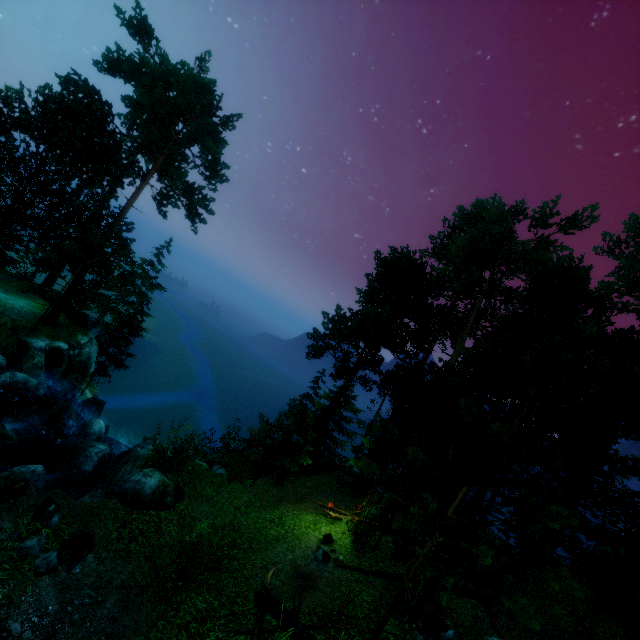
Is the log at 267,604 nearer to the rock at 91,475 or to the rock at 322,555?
the rock at 322,555

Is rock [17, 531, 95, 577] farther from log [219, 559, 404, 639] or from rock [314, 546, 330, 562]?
rock [314, 546, 330, 562]

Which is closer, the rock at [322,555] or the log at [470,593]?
the log at [470,593]

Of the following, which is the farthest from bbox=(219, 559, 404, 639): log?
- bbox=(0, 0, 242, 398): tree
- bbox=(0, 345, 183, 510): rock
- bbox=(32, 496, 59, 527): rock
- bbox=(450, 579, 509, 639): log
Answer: bbox=(32, 496, 59, 527): rock

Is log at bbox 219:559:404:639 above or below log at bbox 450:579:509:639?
below

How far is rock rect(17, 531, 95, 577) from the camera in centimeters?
835cm

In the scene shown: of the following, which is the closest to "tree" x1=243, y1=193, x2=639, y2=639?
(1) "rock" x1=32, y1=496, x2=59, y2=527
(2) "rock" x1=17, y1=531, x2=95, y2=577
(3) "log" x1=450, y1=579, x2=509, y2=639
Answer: (3) "log" x1=450, y1=579, x2=509, y2=639

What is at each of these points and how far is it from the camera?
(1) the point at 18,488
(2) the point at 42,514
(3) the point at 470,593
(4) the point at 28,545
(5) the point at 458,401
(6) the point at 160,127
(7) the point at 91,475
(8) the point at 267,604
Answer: (1) barrel, 11.7 meters
(2) rock, 9.3 meters
(3) log, 12.4 meters
(4) rock, 8.4 meters
(5) tree, 16.4 meters
(6) tree, 24.2 meters
(7) rock, 15.6 meters
(8) log, 10.4 meters
